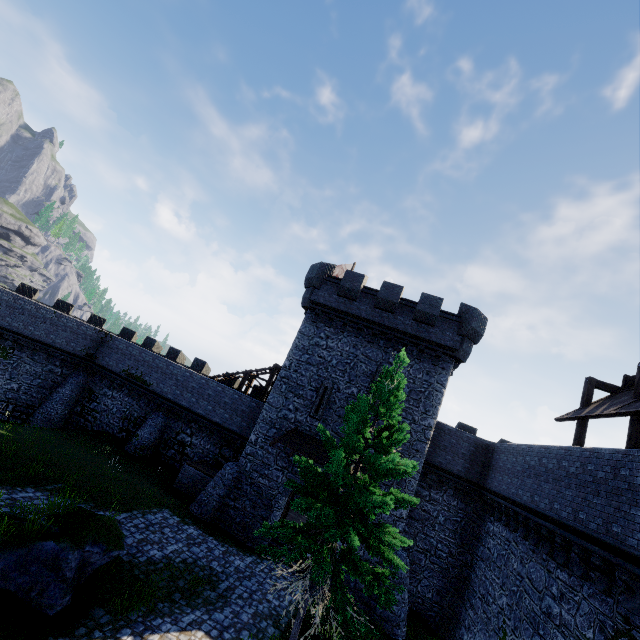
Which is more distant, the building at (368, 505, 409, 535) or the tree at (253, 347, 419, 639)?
the building at (368, 505, 409, 535)

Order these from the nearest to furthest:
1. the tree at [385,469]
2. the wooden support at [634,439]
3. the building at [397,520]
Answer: the tree at [385,469] < the wooden support at [634,439] < the building at [397,520]

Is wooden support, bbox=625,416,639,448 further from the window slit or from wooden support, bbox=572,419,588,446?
the window slit

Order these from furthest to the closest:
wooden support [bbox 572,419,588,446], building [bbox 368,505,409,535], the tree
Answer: building [bbox 368,505,409,535]
wooden support [bbox 572,419,588,446]
the tree

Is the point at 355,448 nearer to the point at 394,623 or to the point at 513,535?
the point at 513,535

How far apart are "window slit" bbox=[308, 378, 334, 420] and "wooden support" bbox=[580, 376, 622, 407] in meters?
11.6 m

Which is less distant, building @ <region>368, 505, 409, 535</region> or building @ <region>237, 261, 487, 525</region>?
building @ <region>368, 505, 409, 535</region>

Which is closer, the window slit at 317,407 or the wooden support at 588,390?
the wooden support at 588,390
